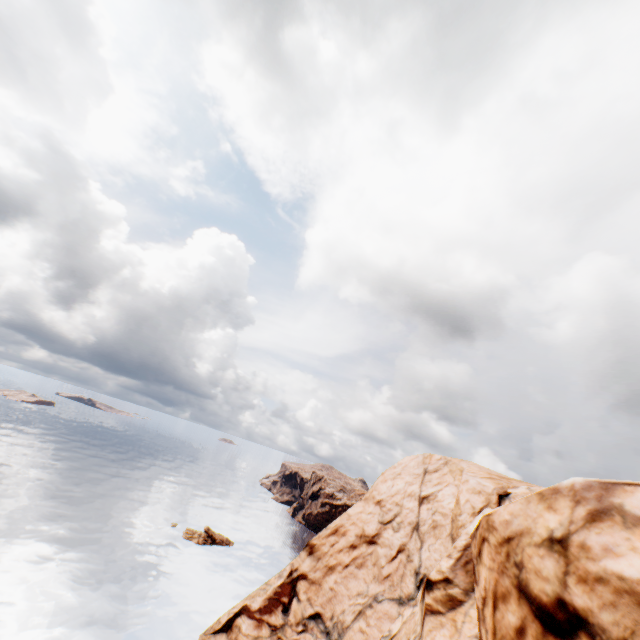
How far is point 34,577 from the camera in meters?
38.2 m
